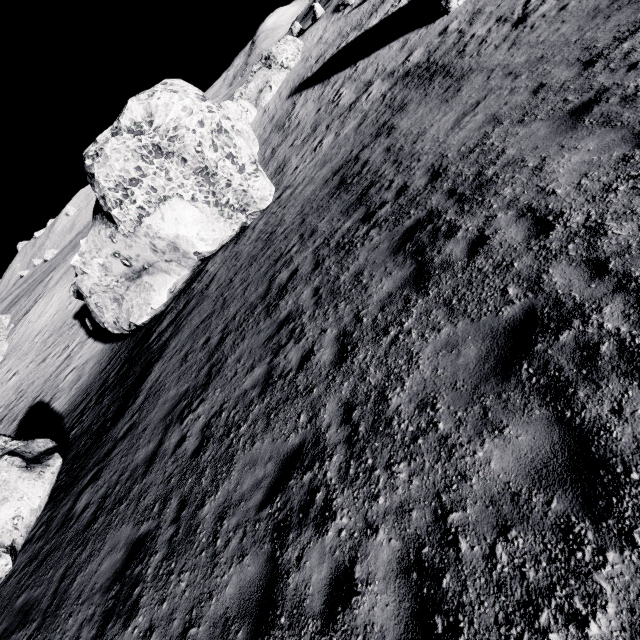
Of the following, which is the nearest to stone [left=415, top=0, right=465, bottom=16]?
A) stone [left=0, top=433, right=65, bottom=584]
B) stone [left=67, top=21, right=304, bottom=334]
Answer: stone [left=67, top=21, right=304, bottom=334]

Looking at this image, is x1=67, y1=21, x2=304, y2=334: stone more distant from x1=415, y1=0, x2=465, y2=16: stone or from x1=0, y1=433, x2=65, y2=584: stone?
x1=415, y1=0, x2=465, y2=16: stone

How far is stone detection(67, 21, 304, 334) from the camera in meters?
14.1 m

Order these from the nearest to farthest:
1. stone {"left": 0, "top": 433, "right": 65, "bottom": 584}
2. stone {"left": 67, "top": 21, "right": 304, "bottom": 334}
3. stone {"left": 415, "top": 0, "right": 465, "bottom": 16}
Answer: stone {"left": 0, "top": 433, "right": 65, "bottom": 584} < stone {"left": 67, "top": 21, "right": 304, "bottom": 334} < stone {"left": 415, "top": 0, "right": 465, "bottom": 16}

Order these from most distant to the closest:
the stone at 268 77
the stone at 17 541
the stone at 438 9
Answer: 1. the stone at 438 9
2. the stone at 268 77
3. the stone at 17 541

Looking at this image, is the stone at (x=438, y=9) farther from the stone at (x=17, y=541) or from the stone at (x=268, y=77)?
the stone at (x=17, y=541)

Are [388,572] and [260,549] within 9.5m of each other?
yes
